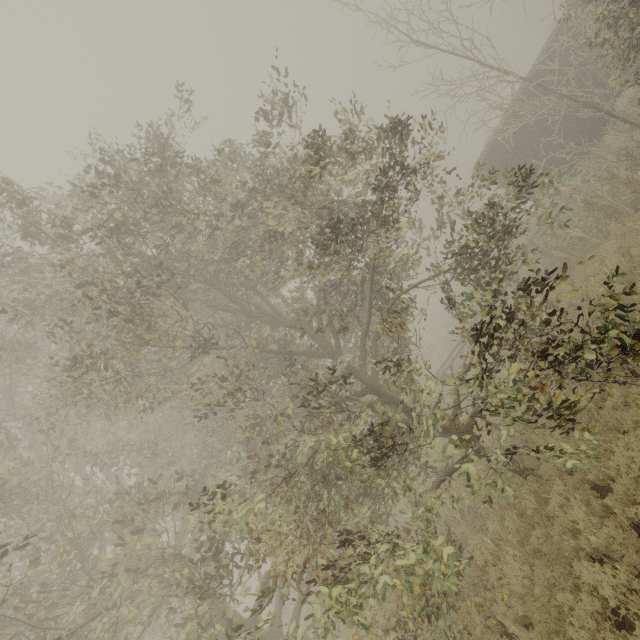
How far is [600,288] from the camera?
9.5m

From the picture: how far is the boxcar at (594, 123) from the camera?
14.4 meters

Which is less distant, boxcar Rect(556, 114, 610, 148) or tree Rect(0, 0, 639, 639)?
tree Rect(0, 0, 639, 639)

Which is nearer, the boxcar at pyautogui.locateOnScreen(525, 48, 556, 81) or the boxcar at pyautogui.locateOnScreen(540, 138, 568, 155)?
the boxcar at pyautogui.locateOnScreen(525, 48, 556, 81)

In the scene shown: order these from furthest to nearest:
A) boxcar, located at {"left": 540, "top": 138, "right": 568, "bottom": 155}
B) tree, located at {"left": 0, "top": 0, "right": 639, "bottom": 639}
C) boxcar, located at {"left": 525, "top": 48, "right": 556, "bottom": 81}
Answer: boxcar, located at {"left": 540, "top": 138, "right": 568, "bottom": 155}
boxcar, located at {"left": 525, "top": 48, "right": 556, "bottom": 81}
tree, located at {"left": 0, "top": 0, "right": 639, "bottom": 639}

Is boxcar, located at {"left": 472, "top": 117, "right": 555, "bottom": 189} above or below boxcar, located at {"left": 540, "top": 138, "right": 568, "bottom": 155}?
above

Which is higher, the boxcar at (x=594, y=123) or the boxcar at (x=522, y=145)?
the boxcar at (x=522, y=145)
